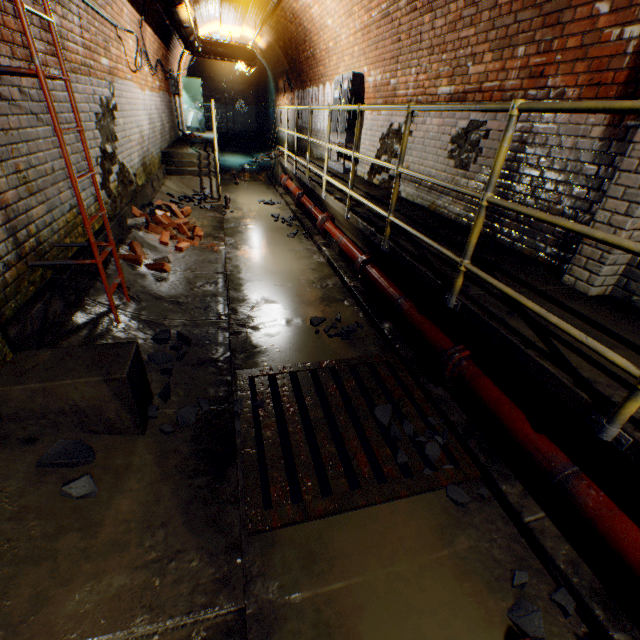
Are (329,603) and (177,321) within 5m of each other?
yes

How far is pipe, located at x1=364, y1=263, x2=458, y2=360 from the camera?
2.78m

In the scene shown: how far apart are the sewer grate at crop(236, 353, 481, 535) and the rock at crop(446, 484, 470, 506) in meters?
0.1 m

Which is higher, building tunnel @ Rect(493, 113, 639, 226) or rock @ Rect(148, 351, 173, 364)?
building tunnel @ Rect(493, 113, 639, 226)

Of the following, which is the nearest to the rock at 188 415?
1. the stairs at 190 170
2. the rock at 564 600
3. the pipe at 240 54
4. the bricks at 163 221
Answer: the rock at 564 600

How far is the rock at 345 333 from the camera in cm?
356

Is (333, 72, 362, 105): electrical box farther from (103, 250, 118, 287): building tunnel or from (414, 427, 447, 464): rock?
(414, 427, 447, 464): rock

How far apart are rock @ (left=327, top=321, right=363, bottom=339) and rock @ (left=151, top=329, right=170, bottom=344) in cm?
135
